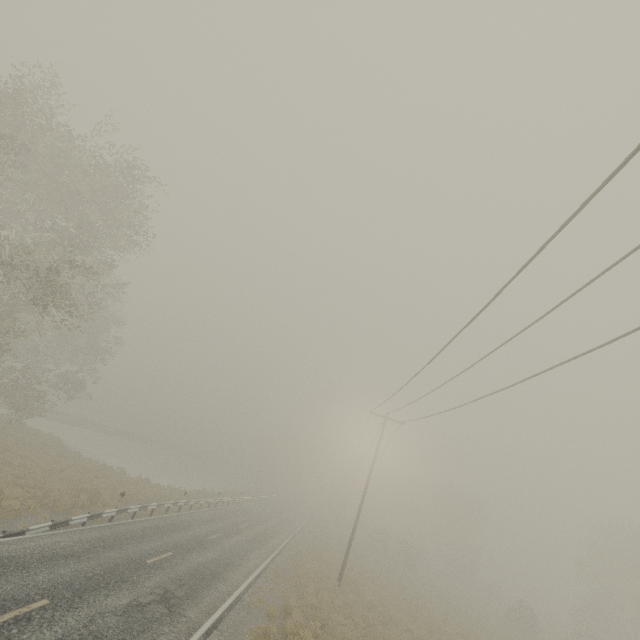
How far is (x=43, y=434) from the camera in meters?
30.4 m
